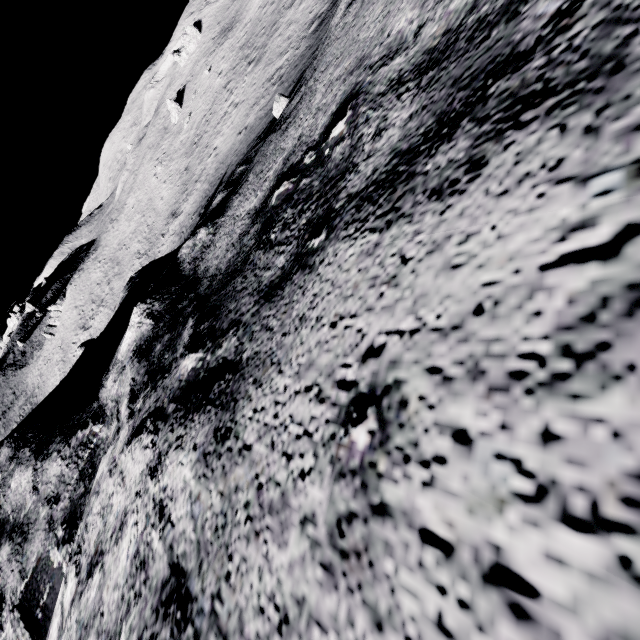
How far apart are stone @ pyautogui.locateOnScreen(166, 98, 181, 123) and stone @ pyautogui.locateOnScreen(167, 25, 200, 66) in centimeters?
1046cm

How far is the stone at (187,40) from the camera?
52.7 meters

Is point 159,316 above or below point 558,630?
below

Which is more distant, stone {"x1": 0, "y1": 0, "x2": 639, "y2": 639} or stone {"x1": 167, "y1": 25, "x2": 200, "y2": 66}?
stone {"x1": 167, "y1": 25, "x2": 200, "y2": 66}

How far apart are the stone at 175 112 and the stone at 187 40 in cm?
1046

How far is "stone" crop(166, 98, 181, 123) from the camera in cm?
5028

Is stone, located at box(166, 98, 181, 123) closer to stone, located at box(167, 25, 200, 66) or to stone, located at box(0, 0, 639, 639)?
stone, located at box(167, 25, 200, 66)
